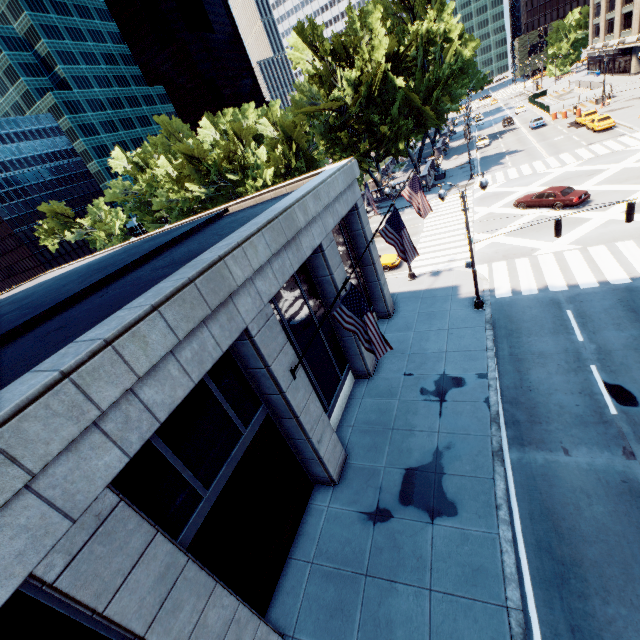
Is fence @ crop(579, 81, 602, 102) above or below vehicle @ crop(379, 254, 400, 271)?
above

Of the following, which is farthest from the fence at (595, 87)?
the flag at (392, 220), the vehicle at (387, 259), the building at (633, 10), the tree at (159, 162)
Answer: the flag at (392, 220)

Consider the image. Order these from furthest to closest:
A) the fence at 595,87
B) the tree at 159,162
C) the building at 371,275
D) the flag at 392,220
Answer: the fence at 595,87 → the tree at 159,162 → the building at 371,275 → the flag at 392,220

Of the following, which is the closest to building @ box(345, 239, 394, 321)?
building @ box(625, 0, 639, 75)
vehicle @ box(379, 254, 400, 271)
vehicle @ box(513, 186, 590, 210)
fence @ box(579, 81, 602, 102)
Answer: vehicle @ box(379, 254, 400, 271)

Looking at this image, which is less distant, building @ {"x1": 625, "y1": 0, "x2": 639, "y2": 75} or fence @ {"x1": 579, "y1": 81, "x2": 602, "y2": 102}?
fence @ {"x1": 579, "y1": 81, "x2": 602, "y2": 102}

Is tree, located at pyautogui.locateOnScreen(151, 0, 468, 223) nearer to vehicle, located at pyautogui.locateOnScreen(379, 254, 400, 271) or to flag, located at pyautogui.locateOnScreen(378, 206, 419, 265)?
vehicle, located at pyautogui.locateOnScreen(379, 254, 400, 271)

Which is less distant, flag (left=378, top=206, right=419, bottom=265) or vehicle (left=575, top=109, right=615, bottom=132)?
flag (left=378, top=206, right=419, bottom=265)

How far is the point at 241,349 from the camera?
9.62m
